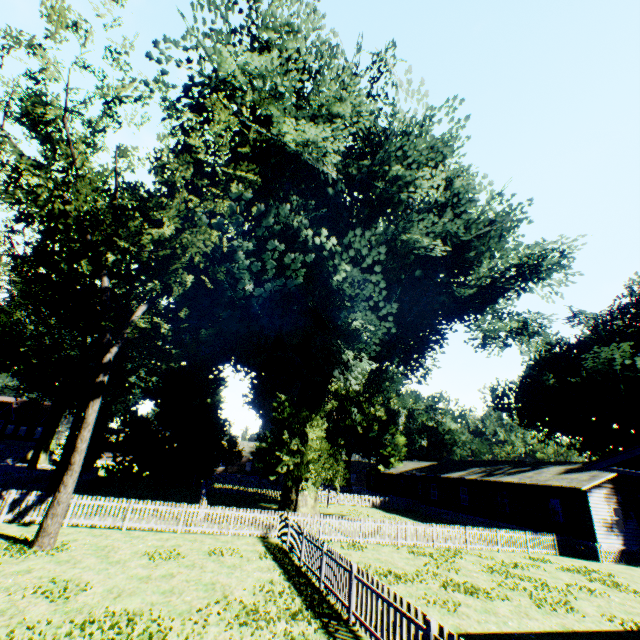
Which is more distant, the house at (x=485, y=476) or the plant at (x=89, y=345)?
the house at (x=485, y=476)

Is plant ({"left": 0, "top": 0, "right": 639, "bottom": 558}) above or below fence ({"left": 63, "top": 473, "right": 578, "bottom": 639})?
above

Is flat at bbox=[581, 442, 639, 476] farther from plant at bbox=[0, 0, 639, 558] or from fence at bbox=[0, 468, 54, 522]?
plant at bbox=[0, 0, 639, 558]

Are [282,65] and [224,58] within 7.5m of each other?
yes

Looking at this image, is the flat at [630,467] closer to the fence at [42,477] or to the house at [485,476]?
the fence at [42,477]

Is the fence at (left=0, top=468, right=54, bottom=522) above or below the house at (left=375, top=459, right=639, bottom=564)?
below

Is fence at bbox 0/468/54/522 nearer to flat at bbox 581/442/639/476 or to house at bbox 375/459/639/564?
house at bbox 375/459/639/564

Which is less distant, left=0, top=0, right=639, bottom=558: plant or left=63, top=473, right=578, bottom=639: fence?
left=63, top=473, right=578, bottom=639: fence
